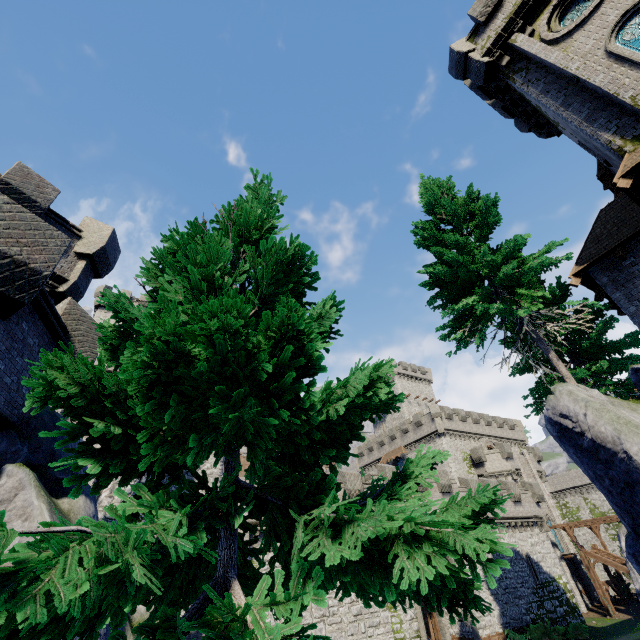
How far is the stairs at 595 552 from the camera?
32.7 meters

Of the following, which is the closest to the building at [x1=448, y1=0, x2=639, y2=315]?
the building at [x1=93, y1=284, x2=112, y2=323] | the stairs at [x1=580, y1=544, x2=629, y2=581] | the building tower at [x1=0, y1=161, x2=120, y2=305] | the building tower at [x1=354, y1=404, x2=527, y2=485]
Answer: the building tower at [x1=0, y1=161, x2=120, y2=305]

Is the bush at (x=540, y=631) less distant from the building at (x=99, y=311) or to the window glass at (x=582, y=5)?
the window glass at (x=582, y=5)

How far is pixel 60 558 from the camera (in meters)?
1.43

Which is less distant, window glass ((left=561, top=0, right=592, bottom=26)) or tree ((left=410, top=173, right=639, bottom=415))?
tree ((left=410, top=173, right=639, bottom=415))

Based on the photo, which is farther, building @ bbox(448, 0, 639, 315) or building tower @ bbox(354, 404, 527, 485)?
building tower @ bbox(354, 404, 527, 485)

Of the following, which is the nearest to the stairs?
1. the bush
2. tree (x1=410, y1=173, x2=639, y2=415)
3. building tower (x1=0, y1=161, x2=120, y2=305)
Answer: the bush

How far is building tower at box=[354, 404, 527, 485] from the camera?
44.1 meters
